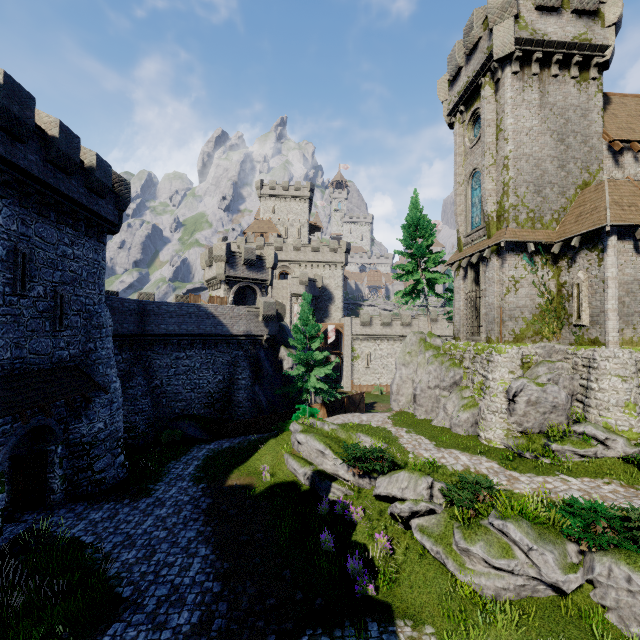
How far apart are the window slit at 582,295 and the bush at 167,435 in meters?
26.0

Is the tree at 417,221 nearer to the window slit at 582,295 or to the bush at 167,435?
the window slit at 582,295

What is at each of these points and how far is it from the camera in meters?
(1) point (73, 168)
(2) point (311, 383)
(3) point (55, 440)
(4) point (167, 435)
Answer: (1) building, 14.4
(2) tree, 25.6
(3) building, 14.9
(4) bush, 24.0

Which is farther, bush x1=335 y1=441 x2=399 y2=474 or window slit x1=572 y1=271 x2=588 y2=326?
window slit x1=572 y1=271 x2=588 y2=326

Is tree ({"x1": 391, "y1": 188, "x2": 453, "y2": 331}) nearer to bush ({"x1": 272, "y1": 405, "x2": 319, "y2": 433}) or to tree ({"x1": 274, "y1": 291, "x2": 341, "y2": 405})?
tree ({"x1": 274, "y1": 291, "x2": 341, "y2": 405})

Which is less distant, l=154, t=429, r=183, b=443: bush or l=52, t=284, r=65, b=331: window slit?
l=52, t=284, r=65, b=331: window slit

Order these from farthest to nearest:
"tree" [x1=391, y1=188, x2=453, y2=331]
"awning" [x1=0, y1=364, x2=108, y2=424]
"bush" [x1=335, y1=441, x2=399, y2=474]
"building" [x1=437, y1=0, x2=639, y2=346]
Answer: "tree" [x1=391, y1=188, x2=453, y2=331] → "building" [x1=437, y1=0, x2=639, y2=346] → "bush" [x1=335, y1=441, x2=399, y2=474] → "awning" [x1=0, y1=364, x2=108, y2=424]

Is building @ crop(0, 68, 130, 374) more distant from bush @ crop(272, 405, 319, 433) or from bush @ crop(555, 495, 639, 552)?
bush @ crop(555, 495, 639, 552)
